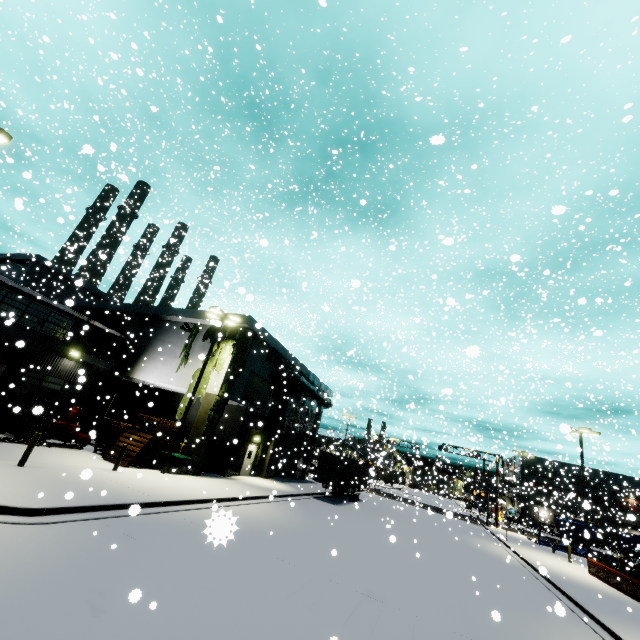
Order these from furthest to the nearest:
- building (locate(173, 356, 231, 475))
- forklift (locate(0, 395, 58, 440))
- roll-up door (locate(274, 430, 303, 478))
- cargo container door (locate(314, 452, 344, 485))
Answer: roll-up door (locate(274, 430, 303, 478))
cargo container door (locate(314, 452, 344, 485))
building (locate(173, 356, 231, 475))
forklift (locate(0, 395, 58, 440))

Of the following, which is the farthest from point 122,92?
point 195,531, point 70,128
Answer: point 70,128

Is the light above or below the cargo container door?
above

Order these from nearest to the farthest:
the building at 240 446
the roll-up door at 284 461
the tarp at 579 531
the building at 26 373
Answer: the building at 26 373
the building at 240 446
the roll-up door at 284 461
the tarp at 579 531

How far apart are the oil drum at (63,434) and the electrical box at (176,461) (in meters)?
6.30

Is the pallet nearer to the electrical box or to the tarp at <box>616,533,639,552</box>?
the electrical box

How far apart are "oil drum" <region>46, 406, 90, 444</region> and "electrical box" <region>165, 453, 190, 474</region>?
6.3m

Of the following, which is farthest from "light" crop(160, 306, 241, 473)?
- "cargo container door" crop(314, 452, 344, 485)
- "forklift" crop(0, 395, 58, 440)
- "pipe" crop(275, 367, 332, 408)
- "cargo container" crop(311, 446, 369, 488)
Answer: "cargo container" crop(311, 446, 369, 488)
